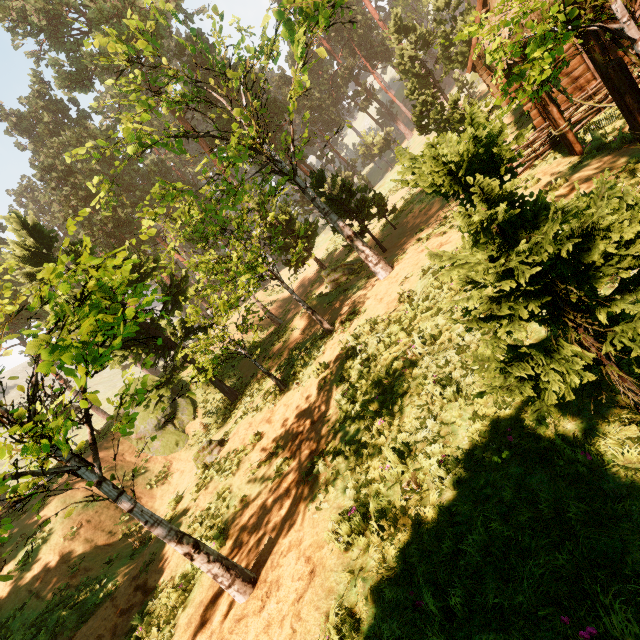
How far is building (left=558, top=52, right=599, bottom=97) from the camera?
11.9 meters

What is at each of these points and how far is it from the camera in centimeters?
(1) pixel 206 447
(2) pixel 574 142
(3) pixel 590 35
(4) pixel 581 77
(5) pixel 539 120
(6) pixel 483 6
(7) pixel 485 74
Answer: (1) treerock, 1296cm
(2) fence arch, 940cm
(3) fence arch, 584cm
(4) building, 1218cm
(5) building, 1340cm
(6) building, 1878cm
(7) building, 2088cm

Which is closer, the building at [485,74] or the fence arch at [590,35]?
the fence arch at [590,35]

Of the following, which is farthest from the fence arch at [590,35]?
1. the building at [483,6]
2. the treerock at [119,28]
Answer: the treerock at [119,28]

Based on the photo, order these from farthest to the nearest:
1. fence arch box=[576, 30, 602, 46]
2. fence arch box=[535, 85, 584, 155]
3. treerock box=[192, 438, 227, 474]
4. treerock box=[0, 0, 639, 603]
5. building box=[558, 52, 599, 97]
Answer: treerock box=[192, 438, 227, 474] < building box=[558, 52, 599, 97] < fence arch box=[535, 85, 584, 155] < fence arch box=[576, 30, 602, 46] < treerock box=[0, 0, 639, 603]

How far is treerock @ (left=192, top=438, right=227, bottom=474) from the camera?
12.73m

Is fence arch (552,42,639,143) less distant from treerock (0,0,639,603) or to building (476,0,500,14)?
building (476,0,500,14)
